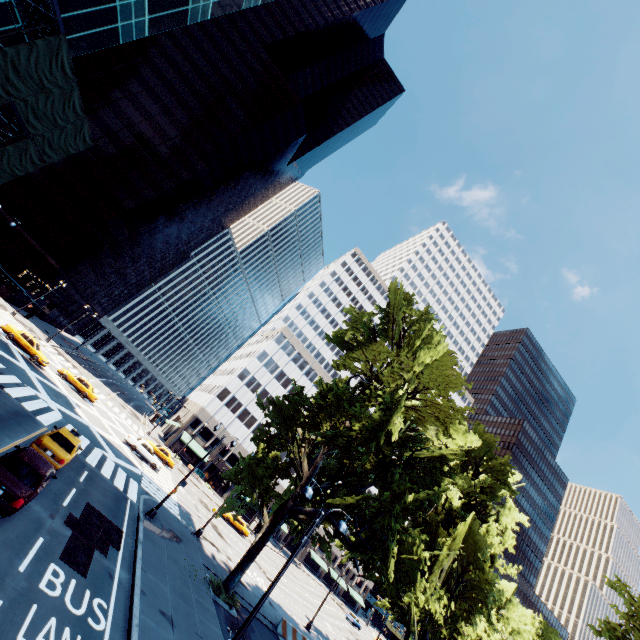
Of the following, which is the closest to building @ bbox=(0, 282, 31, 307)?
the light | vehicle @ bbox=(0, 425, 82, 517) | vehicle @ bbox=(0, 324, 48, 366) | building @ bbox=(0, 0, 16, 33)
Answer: vehicle @ bbox=(0, 324, 48, 366)

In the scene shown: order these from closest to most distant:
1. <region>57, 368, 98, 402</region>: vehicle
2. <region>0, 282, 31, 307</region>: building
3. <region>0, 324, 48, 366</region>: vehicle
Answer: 1. <region>0, 324, 48, 366</region>: vehicle
2. <region>57, 368, 98, 402</region>: vehicle
3. <region>0, 282, 31, 307</region>: building

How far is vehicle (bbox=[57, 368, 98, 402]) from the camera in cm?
3594

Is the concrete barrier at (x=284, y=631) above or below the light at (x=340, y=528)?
below

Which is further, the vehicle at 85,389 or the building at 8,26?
the vehicle at 85,389

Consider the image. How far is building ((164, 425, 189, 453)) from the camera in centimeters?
5816cm

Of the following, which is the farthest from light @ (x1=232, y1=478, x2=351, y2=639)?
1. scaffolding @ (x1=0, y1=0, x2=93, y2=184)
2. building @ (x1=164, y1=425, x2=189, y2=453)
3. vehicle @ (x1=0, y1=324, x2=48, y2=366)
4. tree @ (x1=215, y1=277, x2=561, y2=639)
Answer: building @ (x1=164, y1=425, x2=189, y2=453)

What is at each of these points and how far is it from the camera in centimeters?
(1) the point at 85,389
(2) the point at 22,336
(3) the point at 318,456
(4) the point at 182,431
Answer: (1) vehicle, 3653cm
(2) vehicle, 3169cm
(3) tree, 2302cm
(4) building, 5988cm
